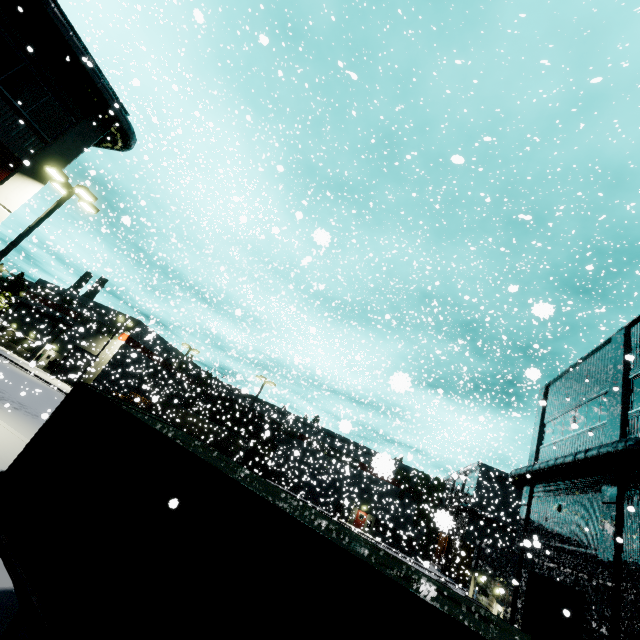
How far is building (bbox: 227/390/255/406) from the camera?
34.9 meters

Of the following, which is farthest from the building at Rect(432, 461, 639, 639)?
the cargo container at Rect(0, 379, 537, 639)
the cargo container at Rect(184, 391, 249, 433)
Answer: the cargo container at Rect(184, 391, 249, 433)

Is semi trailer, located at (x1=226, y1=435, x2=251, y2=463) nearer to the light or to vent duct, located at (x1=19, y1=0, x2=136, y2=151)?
the light

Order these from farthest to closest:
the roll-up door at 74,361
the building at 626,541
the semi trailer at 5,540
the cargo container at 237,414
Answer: the cargo container at 237,414 → the roll-up door at 74,361 → the building at 626,541 → the semi trailer at 5,540

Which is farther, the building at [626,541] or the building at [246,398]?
the building at [246,398]

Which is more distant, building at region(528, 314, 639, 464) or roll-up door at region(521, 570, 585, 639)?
building at region(528, 314, 639, 464)

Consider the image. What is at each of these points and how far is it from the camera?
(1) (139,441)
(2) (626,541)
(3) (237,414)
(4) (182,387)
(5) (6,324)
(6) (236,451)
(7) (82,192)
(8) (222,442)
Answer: (1) cargo container, 4.7m
(2) building, 10.5m
(3) cargo container, 27.3m
(4) building, 55.7m
(5) building, 47.7m
(6) semi trailer, 39.5m
(7) light, 14.3m
(8) semi trailer, 40.3m

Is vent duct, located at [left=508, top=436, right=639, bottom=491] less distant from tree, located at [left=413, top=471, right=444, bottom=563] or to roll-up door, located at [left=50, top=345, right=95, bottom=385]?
A: roll-up door, located at [left=50, top=345, right=95, bottom=385]
